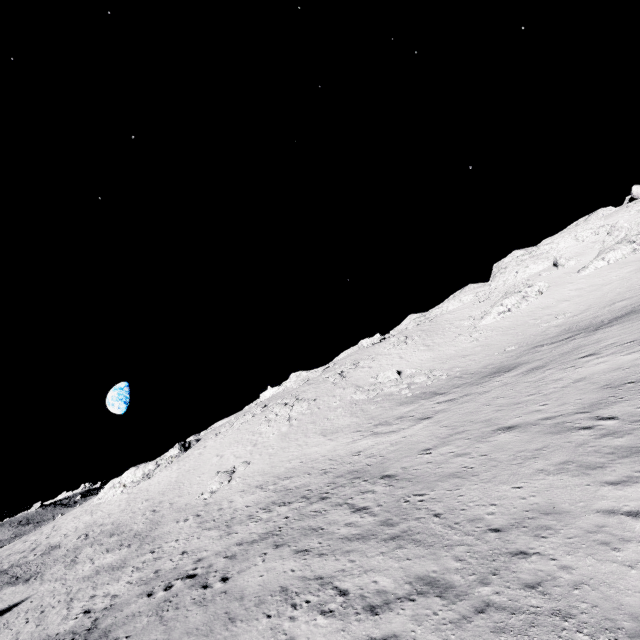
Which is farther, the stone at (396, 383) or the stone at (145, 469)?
the stone at (145, 469)

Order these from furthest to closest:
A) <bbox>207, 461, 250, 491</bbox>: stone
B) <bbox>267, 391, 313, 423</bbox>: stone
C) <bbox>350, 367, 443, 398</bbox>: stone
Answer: <bbox>267, 391, 313, 423</bbox>: stone
<bbox>350, 367, 443, 398</bbox>: stone
<bbox>207, 461, 250, 491</bbox>: stone

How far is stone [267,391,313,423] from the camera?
39.32m

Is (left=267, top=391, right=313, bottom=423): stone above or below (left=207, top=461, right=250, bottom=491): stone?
above

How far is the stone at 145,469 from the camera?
43.91m

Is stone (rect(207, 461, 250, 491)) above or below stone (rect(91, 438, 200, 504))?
below

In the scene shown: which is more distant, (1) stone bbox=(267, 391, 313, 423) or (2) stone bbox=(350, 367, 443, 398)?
(1) stone bbox=(267, 391, 313, 423)

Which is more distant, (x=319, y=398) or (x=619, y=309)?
(x=319, y=398)
